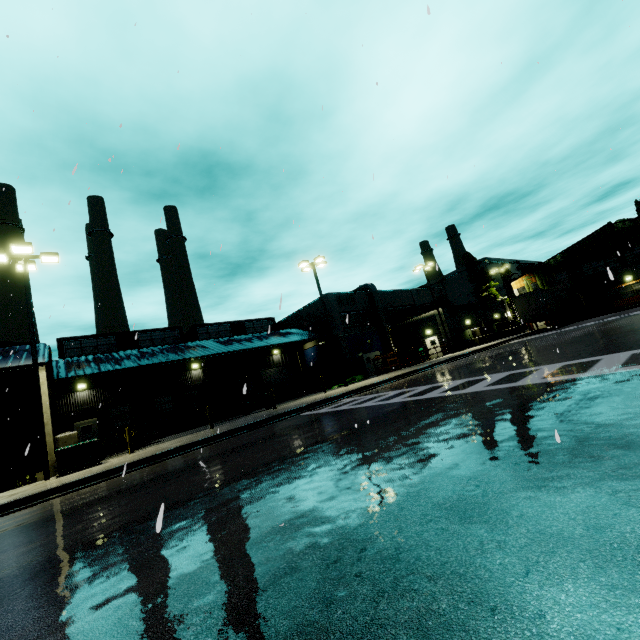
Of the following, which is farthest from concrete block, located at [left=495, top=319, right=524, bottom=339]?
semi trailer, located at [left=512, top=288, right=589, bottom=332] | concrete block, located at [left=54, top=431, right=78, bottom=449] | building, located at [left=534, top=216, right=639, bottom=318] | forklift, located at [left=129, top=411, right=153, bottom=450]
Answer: concrete block, located at [left=54, top=431, right=78, bottom=449]

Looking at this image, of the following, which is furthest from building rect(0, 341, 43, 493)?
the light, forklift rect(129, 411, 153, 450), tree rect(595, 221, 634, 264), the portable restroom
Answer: the light

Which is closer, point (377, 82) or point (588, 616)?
point (588, 616)

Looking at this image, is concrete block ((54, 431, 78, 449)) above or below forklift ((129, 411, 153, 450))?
above

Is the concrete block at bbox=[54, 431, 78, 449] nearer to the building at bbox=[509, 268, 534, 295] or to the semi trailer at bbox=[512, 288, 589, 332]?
the building at bbox=[509, 268, 534, 295]

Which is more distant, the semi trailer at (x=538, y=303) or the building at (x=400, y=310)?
the building at (x=400, y=310)

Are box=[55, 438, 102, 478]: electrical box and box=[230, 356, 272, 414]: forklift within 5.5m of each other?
no

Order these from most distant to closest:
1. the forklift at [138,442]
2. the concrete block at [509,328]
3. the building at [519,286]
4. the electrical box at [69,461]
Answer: the building at [519,286]
the concrete block at [509,328]
the forklift at [138,442]
the electrical box at [69,461]
